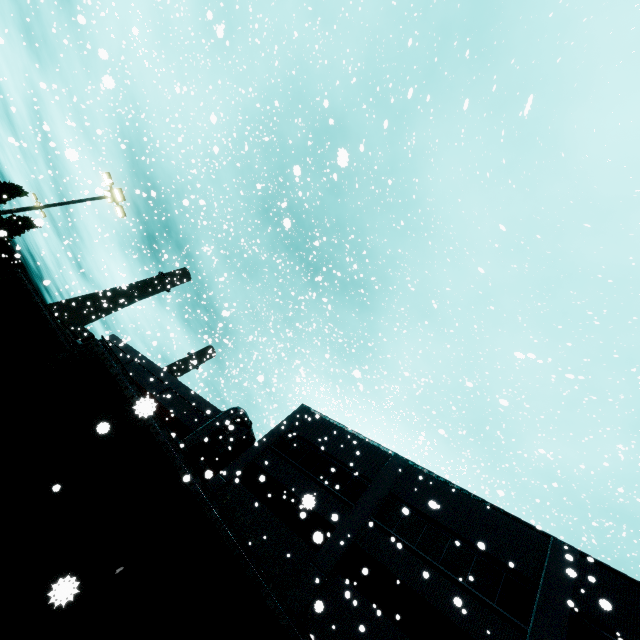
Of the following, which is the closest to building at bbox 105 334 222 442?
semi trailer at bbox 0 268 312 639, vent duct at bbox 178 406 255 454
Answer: vent duct at bbox 178 406 255 454

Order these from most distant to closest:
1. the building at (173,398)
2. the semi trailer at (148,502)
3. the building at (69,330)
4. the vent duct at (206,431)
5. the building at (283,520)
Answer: the building at (69,330) → the building at (173,398) → the vent duct at (206,431) → the building at (283,520) → the semi trailer at (148,502)

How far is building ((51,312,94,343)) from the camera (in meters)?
42.33

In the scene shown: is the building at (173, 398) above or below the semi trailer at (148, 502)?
above

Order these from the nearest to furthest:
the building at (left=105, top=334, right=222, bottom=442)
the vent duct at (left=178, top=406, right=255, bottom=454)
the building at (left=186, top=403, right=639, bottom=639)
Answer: the building at (left=186, top=403, right=639, bottom=639) → the vent duct at (left=178, top=406, right=255, bottom=454) → the building at (left=105, top=334, right=222, bottom=442)

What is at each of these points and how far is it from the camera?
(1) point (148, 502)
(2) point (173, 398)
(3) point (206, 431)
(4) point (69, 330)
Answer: (1) semi trailer, 4.77m
(2) building, 28.27m
(3) vent duct, 21.86m
(4) building, 44.84m
